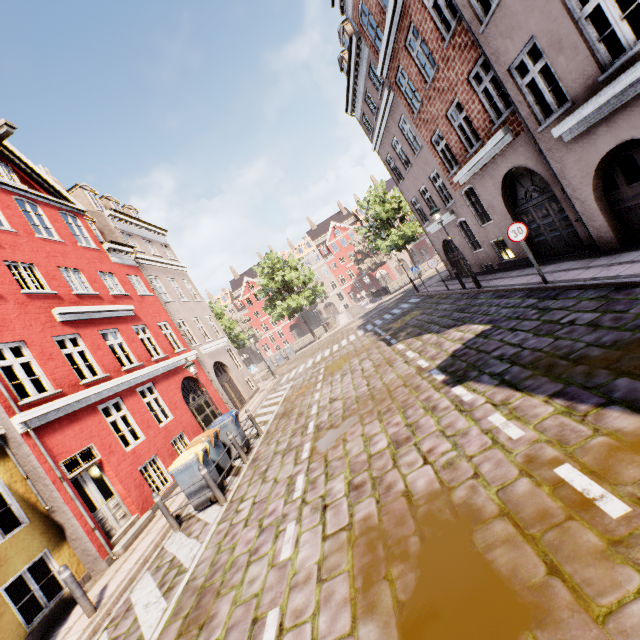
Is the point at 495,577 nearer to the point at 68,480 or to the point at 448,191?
the point at 68,480

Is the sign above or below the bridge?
above

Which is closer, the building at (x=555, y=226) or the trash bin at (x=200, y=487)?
the building at (x=555, y=226)

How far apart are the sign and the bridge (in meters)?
29.90

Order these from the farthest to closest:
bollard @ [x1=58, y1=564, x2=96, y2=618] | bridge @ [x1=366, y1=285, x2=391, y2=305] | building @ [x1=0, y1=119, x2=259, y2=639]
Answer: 1. bridge @ [x1=366, y1=285, x2=391, y2=305]
2. building @ [x1=0, y1=119, x2=259, y2=639]
3. bollard @ [x1=58, y1=564, x2=96, y2=618]

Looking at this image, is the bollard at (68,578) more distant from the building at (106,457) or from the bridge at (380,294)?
the bridge at (380,294)

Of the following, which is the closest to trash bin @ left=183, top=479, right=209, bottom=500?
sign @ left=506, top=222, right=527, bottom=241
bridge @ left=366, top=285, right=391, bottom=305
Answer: sign @ left=506, top=222, right=527, bottom=241

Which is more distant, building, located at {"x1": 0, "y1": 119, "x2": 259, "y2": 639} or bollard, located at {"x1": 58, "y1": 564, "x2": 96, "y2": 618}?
building, located at {"x1": 0, "y1": 119, "x2": 259, "y2": 639}
